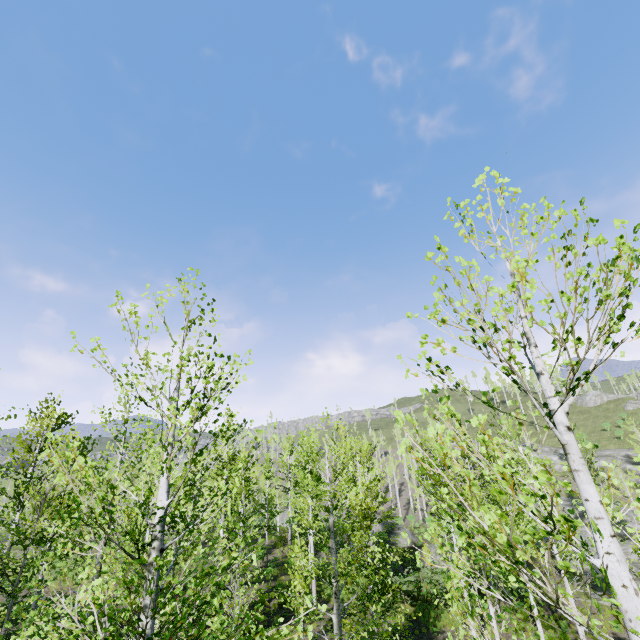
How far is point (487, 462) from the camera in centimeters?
267cm

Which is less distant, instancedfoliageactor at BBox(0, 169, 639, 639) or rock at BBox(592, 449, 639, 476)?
instancedfoliageactor at BBox(0, 169, 639, 639)

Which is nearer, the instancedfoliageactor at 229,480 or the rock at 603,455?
the instancedfoliageactor at 229,480
